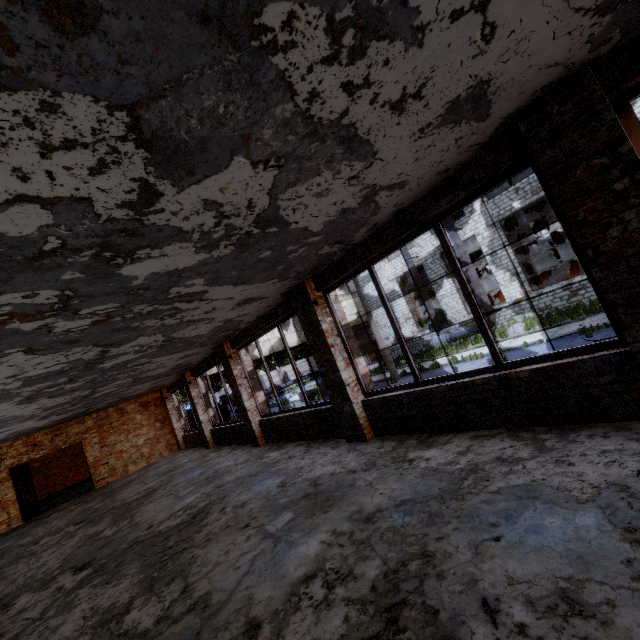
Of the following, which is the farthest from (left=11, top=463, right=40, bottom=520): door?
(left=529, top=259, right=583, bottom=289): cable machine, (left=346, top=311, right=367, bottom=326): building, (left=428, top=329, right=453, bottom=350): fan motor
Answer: (left=529, top=259, right=583, bottom=289): cable machine

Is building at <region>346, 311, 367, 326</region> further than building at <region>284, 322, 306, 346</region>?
Yes

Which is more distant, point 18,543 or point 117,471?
point 117,471

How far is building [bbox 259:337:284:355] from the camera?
23.0 meters

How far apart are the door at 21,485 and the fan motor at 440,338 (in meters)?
24.34

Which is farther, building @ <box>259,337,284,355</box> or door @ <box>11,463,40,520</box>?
building @ <box>259,337,284,355</box>

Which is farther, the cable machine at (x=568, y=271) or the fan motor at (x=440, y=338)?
the fan motor at (x=440, y=338)

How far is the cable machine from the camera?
21.0 meters
